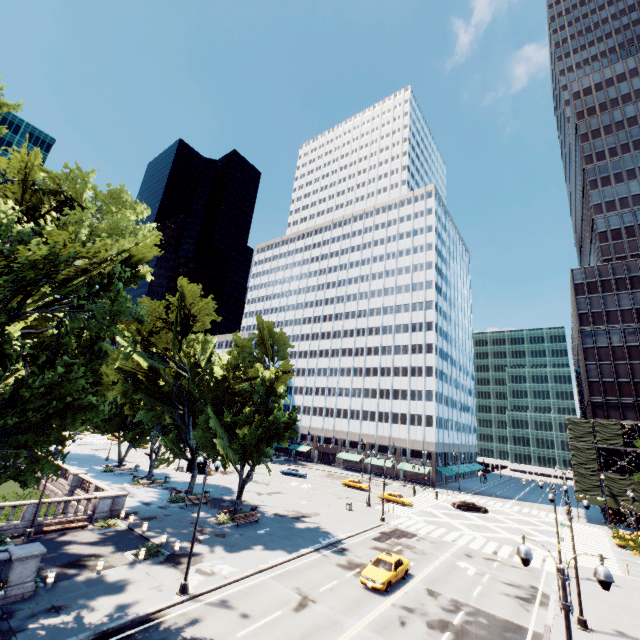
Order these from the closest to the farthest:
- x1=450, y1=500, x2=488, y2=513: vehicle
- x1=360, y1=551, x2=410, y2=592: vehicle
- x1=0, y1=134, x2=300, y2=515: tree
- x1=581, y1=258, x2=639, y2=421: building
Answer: x1=0, y1=134, x2=300, y2=515: tree → x1=360, y1=551, x2=410, y2=592: vehicle → x1=450, y1=500, x2=488, y2=513: vehicle → x1=581, y1=258, x2=639, y2=421: building

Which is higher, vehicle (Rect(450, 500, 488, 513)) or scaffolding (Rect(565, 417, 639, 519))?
scaffolding (Rect(565, 417, 639, 519))

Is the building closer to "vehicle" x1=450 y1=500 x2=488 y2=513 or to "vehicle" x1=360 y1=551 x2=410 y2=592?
"vehicle" x1=450 y1=500 x2=488 y2=513

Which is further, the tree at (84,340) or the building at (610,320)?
the building at (610,320)

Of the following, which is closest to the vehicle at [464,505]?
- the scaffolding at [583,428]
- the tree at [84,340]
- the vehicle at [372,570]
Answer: the scaffolding at [583,428]

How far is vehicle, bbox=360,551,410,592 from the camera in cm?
2152

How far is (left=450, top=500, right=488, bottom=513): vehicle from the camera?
48.31m

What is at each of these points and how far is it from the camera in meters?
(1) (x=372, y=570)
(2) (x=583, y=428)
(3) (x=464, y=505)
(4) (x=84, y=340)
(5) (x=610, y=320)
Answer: (1) vehicle, 22.5
(2) scaffolding, 53.3
(3) vehicle, 48.5
(4) tree, 16.4
(5) building, 58.6
